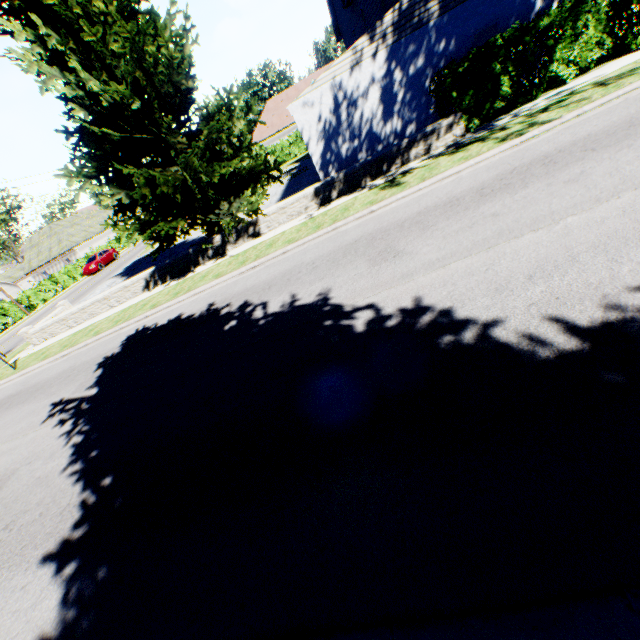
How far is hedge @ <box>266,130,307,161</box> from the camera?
36.8 meters

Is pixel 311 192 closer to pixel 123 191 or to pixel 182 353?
pixel 123 191

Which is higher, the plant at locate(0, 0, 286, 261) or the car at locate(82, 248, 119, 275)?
the plant at locate(0, 0, 286, 261)

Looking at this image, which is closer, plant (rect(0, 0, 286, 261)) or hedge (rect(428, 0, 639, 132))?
plant (rect(0, 0, 286, 261))

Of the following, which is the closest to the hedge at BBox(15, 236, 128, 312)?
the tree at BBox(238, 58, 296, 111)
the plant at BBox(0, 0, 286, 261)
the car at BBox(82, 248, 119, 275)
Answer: the tree at BBox(238, 58, 296, 111)

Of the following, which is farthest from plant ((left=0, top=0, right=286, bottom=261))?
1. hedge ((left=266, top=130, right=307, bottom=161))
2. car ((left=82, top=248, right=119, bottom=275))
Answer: car ((left=82, top=248, right=119, bottom=275))

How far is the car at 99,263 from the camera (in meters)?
33.62

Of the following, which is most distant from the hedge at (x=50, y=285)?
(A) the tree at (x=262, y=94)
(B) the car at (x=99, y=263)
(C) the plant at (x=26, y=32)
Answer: (B) the car at (x=99, y=263)
